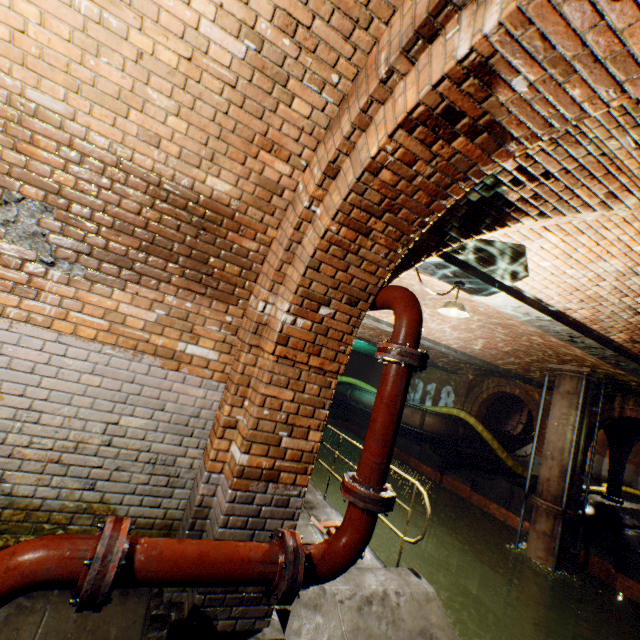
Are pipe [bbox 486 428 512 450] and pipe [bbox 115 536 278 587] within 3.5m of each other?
no

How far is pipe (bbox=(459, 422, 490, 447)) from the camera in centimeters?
1633cm

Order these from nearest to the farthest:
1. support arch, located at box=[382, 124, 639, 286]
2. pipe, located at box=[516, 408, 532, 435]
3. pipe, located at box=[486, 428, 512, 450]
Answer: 1. support arch, located at box=[382, 124, 639, 286]
2. pipe, located at box=[486, 428, 512, 450]
3. pipe, located at box=[516, 408, 532, 435]

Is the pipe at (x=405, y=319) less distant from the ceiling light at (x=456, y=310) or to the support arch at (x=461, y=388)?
the ceiling light at (x=456, y=310)

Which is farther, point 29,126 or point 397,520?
point 397,520

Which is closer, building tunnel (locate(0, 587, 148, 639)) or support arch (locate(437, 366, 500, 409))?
building tunnel (locate(0, 587, 148, 639))

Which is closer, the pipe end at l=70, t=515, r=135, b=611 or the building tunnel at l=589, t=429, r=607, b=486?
the pipe end at l=70, t=515, r=135, b=611

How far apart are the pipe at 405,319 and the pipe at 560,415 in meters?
10.3 m
